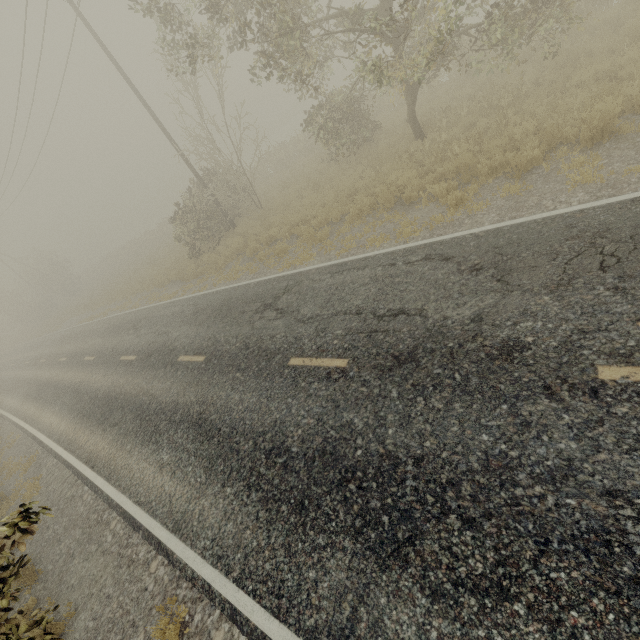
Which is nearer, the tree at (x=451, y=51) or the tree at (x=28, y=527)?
the tree at (x=28, y=527)

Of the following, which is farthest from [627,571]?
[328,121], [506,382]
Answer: [328,121]

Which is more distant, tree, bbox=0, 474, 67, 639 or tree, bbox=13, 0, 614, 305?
tree, bbox=13, 0, 614, 305
